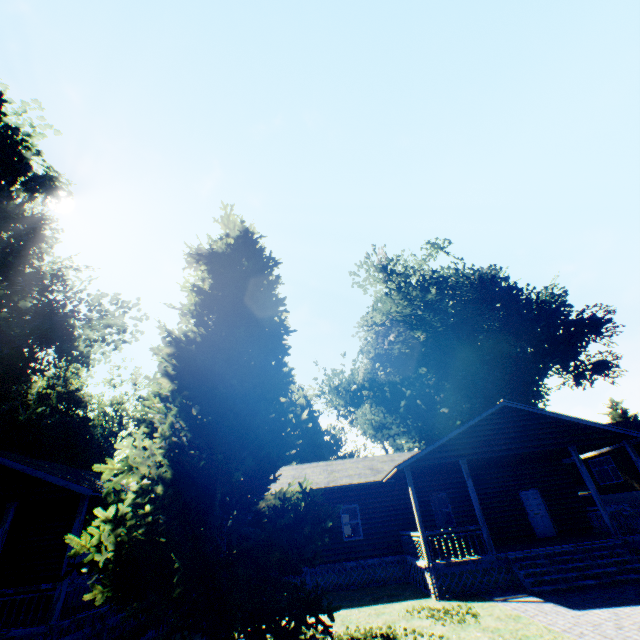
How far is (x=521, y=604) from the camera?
9.9m

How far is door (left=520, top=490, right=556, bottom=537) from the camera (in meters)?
16.77

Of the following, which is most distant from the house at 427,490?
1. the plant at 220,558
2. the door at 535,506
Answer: the plant at 220,558

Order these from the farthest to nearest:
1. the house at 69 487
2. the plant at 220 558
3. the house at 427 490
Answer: the house at 427 490 → the house at 69 487 → the plant at 220 558

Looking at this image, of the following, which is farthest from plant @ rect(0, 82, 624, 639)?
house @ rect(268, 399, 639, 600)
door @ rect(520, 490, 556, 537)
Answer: door @ rect(520, 490, 556, 537)

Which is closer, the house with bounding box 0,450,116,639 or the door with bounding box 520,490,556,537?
the house with bounding box 0,450,116,639

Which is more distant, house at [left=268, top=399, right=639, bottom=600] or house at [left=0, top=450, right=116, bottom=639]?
house at [left=268, top=399, right=639, bottom=600]
